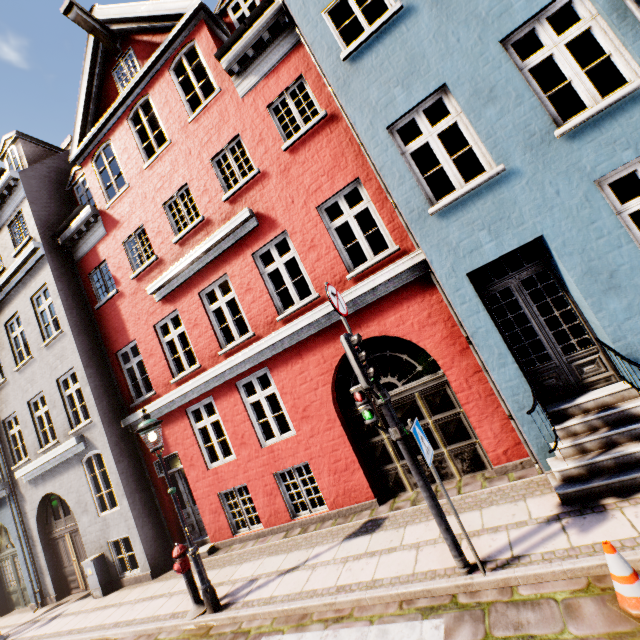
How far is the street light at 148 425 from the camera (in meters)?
5.80

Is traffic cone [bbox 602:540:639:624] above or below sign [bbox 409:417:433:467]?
below

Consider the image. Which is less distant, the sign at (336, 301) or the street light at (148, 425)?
the sign at (336, 301)

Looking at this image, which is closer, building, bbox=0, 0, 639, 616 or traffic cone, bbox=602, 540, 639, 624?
traffic cone, bbox=602, 540, 639, 624

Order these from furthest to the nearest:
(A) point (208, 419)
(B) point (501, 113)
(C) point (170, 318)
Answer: (C) point (170, 318), (A) point (208, 419), (B) point (501, 113)

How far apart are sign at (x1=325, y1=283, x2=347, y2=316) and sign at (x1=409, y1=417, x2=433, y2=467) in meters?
1.7

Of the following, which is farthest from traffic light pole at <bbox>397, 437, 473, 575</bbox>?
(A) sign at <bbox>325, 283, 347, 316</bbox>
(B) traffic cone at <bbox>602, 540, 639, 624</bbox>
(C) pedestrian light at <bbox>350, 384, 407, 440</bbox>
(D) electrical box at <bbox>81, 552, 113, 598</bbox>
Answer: (D) electrical box at <bbox>81, 552, 113, 598</bbox>

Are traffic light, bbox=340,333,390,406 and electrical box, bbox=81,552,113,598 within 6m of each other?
no
